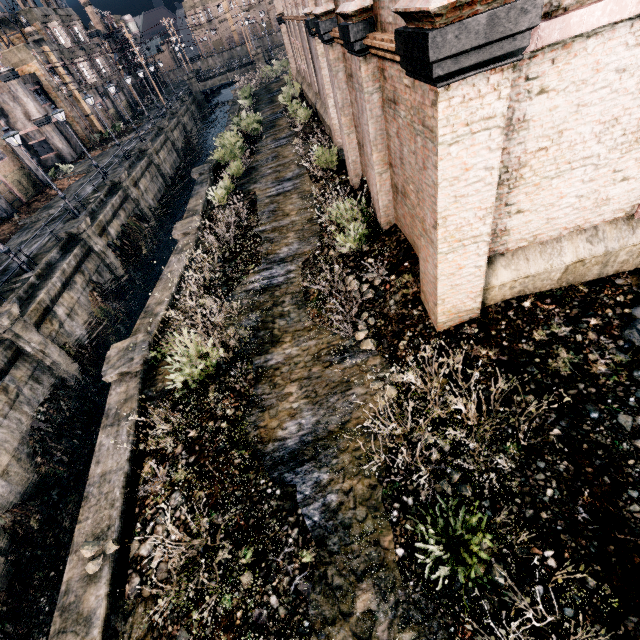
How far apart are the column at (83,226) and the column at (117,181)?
7.0 meters

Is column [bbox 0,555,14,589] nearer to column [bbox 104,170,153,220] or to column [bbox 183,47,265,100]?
column [bbox 104,170,153,220]

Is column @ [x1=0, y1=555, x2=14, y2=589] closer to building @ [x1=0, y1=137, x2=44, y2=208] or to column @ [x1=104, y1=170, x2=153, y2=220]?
column @ [x1=104, y1=170, x2=153, y2=220]

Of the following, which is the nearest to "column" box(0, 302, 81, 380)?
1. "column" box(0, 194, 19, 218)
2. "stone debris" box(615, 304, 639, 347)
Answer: "column" box(0, 194, 19, 218)

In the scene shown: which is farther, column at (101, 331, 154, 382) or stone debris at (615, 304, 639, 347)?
column at (101, 331, 154, 382)

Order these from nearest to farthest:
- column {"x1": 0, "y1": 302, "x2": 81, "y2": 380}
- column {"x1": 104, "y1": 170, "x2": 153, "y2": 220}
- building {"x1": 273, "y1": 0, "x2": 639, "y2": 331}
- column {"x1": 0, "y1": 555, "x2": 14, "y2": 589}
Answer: building {"x1": 273, "y1": 0, "x2": 639, "y2": 331}
column {"x1": 0, "y1": 555, "x2": 14, "y2": 589}
column {"x1": 0, "y1": 302, "x2": 81, "y2": 380}
column {"x1": 104, "y1": 170, "x2": 153, "y2": 220}

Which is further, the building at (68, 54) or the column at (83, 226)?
the building at (68, 54)

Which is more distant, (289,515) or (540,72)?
(289,515)
